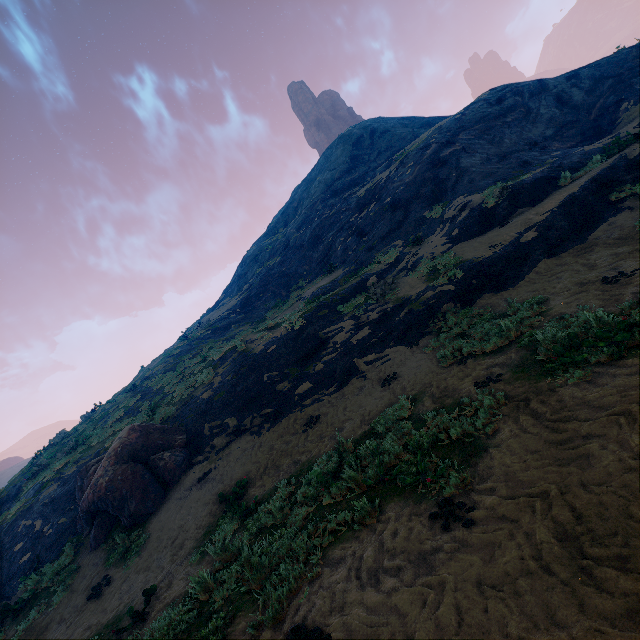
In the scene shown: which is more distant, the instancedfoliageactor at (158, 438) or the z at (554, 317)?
the instancedfoliageactor at (158, 438)

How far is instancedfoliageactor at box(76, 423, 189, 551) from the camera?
10.5 meters

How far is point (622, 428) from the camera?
3.4 meters

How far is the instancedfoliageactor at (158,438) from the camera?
10.5 meters

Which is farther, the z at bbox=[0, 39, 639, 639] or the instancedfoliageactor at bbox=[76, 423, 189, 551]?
the instancedfoliageactor at bbox=[76, 423, 189, 551]
